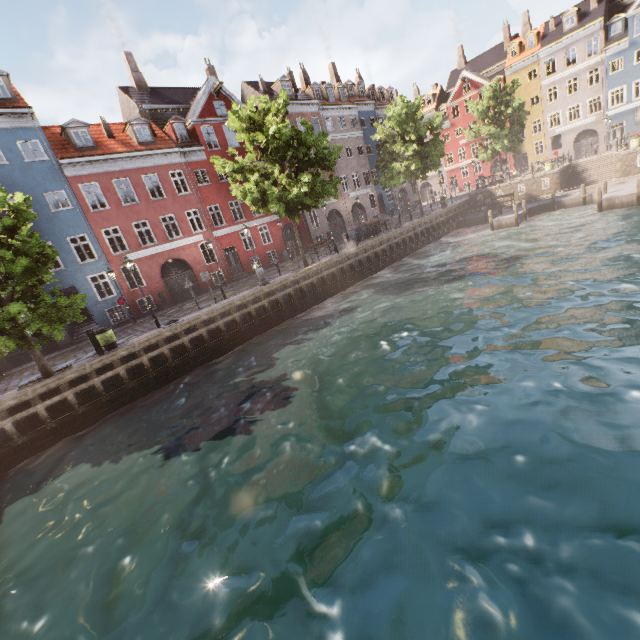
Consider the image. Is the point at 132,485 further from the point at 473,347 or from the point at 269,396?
the point at 473,347

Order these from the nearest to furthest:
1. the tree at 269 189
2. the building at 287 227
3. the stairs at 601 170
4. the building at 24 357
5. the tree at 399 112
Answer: the tree at 269 189
the building at 24 357
the tree at 399 112
the stairs at 601 170
the building at 287 227

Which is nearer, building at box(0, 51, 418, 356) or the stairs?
building at box(0, 51, 418, 356)

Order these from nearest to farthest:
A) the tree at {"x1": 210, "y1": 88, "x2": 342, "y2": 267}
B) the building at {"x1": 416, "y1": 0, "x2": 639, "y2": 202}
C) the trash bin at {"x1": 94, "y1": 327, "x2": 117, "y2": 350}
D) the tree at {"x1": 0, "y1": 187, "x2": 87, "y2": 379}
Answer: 1. the tree at {"x1": 0, "y1": 187, "x2": 87, "y2": 379}
2. the trash bin at {"x1": 94, "y1": 327, "x2": 117, "y2": 350}
3. the tree at {"x1": 210, "y1": 88, "x2": 342, "y2": 267}
4. the building at {"x1": 416, "y1": 0, "x2": 639, "y2": 202}

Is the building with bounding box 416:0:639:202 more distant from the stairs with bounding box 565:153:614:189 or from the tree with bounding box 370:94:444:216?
the stairs with bounding box 565:153:614:189

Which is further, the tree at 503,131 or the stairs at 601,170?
the tree at 503,131

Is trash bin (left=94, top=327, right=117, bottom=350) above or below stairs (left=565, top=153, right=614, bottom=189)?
above

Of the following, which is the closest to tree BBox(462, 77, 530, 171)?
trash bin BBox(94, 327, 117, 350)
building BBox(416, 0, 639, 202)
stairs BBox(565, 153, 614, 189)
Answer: trash bin BBox(94, 327, 117, 350)
